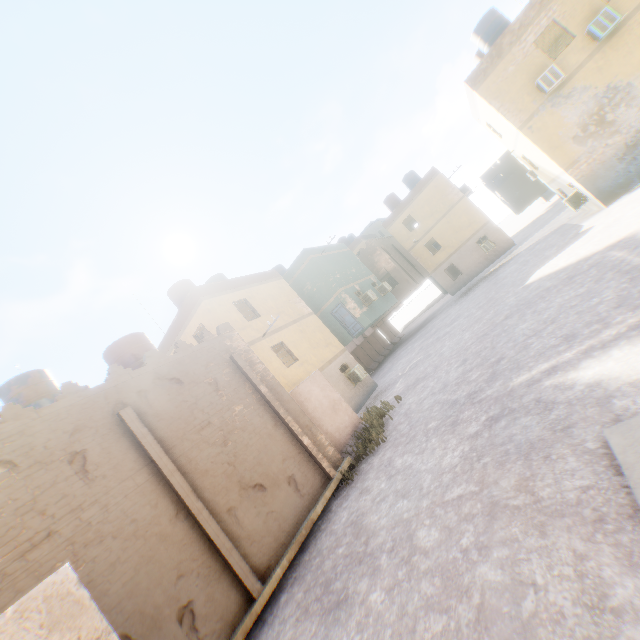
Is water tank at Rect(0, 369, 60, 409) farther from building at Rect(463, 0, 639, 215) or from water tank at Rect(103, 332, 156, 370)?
water tank at Rect(103, 332, 156, 370)

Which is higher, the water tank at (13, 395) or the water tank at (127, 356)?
the water tank at (13, 395)

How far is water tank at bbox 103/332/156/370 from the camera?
11.3 meters

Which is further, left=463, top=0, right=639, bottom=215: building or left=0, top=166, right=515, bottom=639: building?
left=463, top=0, right=639, bottom=215: building

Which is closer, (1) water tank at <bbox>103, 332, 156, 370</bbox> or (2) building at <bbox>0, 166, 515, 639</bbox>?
(2) building at <bbox>0, 166, 515, 639</bbox>

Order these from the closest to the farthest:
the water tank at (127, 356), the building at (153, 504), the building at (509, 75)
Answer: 1. the building at (153, 504)
2. the water tank at (127, 356)
3. the building at (509, 75)

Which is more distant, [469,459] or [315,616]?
[469,459]
